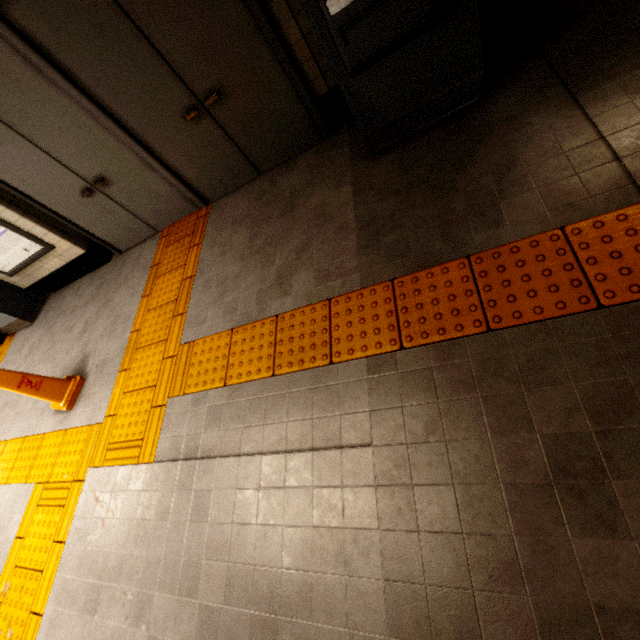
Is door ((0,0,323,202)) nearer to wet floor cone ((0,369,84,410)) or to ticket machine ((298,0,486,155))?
ticket machine ((298,0,486,155))

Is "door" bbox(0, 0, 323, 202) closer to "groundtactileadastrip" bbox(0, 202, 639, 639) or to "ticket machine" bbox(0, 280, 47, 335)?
"groundtactileadastrip" bbox(0, 202, 639, 639)

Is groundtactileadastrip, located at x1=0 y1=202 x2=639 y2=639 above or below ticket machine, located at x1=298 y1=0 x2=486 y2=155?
below

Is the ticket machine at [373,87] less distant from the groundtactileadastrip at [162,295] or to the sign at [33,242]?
the groundtactileadastrip at [162,295]

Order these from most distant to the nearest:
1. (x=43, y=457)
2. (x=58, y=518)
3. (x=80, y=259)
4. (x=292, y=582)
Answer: (x=80, y=259), (x=43, y=457), (x=58, y=518), (x=292, y=582)

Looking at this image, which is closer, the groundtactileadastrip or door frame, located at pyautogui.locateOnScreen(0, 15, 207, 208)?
the groundtactileadastrip

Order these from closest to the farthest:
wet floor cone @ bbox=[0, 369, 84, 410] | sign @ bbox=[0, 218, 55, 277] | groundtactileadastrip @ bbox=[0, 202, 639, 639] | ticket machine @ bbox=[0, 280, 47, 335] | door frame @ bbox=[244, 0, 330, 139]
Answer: groundtactileadastrip @ bbox=[0, 202, 639, 639]
door frame @ bbox=[244, 0, 330, 139]
wet floor cone @ bbox=[0, 369, 84, 410]
sign @ bbox=[0, 218, 55, 277]
ticket machine @ bbox=[0, 280, 47, 335]

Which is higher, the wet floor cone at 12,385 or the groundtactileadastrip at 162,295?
the wet floor cone at 12,385
